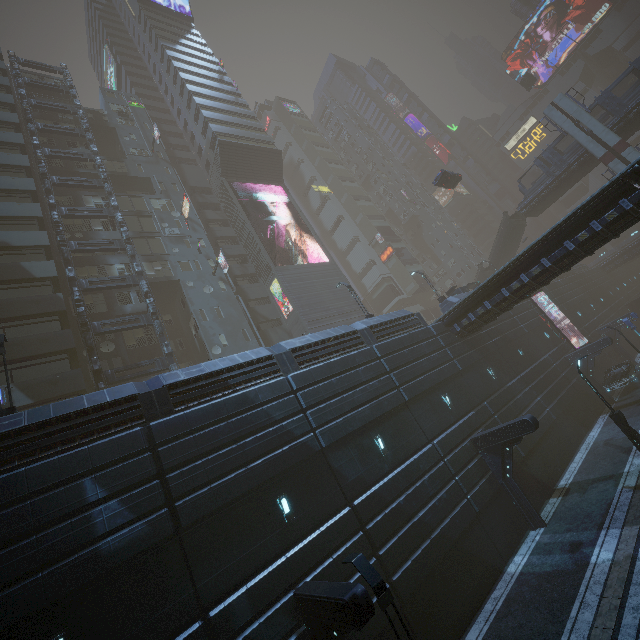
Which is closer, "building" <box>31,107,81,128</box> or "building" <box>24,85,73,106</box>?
"building" <box>31,107,81,128</box>

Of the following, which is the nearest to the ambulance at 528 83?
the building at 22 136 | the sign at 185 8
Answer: the building at 22 136

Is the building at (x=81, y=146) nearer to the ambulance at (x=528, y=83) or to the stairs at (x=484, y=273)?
the stairs at (x=484, y=273)

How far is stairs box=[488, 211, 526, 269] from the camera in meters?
41.0

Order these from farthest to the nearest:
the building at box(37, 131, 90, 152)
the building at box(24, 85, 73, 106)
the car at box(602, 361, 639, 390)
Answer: the building at box(24, 85, 73, 106)
the building at box(37, 131, 90, 152)
the car at box(602, 361, 639, 390)

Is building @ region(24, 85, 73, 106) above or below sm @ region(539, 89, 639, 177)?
above

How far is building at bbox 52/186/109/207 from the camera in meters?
29.9 m

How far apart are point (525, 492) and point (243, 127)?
49.67m
